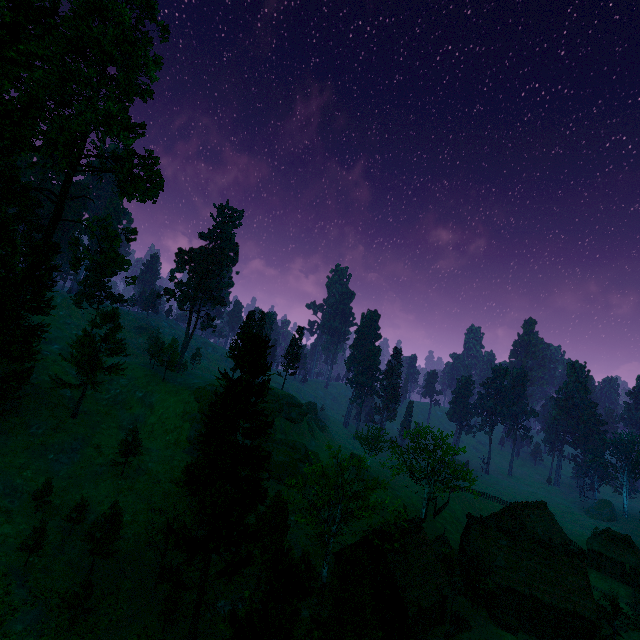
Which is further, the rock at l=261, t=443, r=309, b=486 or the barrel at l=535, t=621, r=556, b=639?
the rock at l=261, t=443, r=309, b=486

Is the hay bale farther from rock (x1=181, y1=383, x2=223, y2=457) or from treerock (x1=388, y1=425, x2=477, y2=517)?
rock (x1=181, y1=383, x2=223, y2=457)

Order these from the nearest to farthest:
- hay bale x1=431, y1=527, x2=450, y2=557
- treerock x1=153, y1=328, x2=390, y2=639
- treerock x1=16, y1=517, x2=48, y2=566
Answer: treerock x1=153, y1=328, x2=390, y2=639 → treerock x1=16, y1=517, x2=48, y2=566 → hay bale x1=431, y1=527, x2=450, y2=557

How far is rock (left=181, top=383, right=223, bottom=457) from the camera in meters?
51.4 m

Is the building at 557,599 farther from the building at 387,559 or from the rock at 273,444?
the rock at 273,444

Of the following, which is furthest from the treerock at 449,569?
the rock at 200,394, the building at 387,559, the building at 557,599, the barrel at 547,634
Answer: the barrel at 547,634

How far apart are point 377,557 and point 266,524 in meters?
11.1 m
